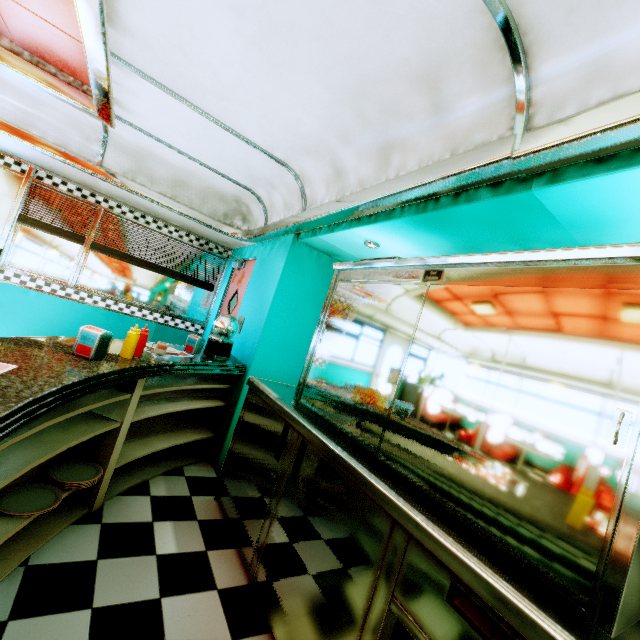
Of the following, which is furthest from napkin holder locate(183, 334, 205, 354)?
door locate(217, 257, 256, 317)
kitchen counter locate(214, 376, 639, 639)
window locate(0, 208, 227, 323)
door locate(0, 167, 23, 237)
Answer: door locate(0, 167, 23, 237)

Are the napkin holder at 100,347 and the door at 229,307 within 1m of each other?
no

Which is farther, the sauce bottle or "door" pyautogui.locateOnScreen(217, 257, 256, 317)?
"door" pyautogui.locateOnScreen(217, 257, 256, 317)

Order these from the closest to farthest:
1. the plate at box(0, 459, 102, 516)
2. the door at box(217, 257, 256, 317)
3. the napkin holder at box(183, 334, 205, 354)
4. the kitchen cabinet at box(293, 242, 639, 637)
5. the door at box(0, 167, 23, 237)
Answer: the kitchen cabinet at box(293, 242, 639, 637) → the plate at box(0, 459, 102, 516) → the napkin holder at box(183, 334, 205, 354) → the door at box(0, 167, 23, 237) → the door at box(217, 257, 256, 317)

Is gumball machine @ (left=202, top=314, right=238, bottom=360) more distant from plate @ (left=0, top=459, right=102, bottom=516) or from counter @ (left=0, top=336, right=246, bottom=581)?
plate @ (left=0, top=459, right=102, bottom=516)

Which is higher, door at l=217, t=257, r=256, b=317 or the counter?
door at l=217, t=257, r=256, b=317

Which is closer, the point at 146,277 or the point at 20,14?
the point at 20,14

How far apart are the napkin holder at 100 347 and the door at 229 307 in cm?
241
